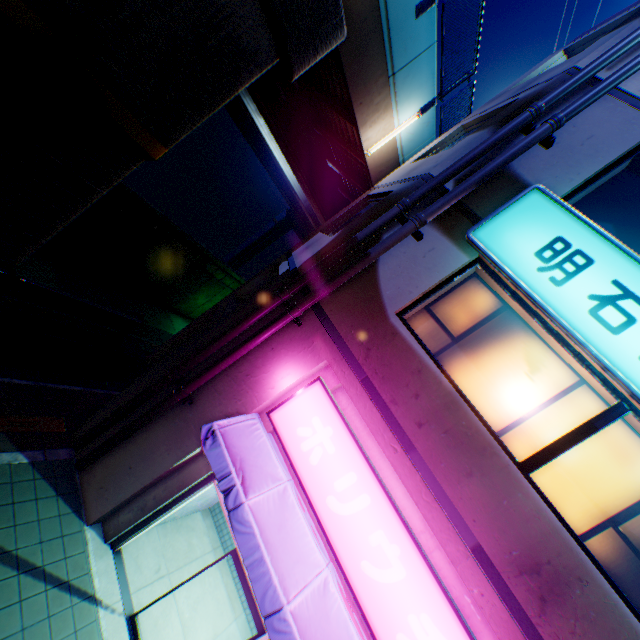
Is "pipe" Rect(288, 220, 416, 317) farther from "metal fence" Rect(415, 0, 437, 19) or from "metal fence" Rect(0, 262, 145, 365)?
"metal fence" Rect(415, 0, 437, 19)

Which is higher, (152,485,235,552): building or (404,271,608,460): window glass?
(404,271,608,460): window glass

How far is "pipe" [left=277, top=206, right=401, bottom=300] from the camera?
5.44m

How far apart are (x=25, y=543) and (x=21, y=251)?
5.2m

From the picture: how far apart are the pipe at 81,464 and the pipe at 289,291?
0.15m

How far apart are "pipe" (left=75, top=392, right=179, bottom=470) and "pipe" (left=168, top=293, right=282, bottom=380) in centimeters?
15cm

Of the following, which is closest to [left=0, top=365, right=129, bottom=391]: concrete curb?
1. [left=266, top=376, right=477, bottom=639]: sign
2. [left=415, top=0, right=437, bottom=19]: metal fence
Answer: [left=266, top=376, right=477, bottom=639]: sign

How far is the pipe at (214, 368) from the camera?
5.5m
